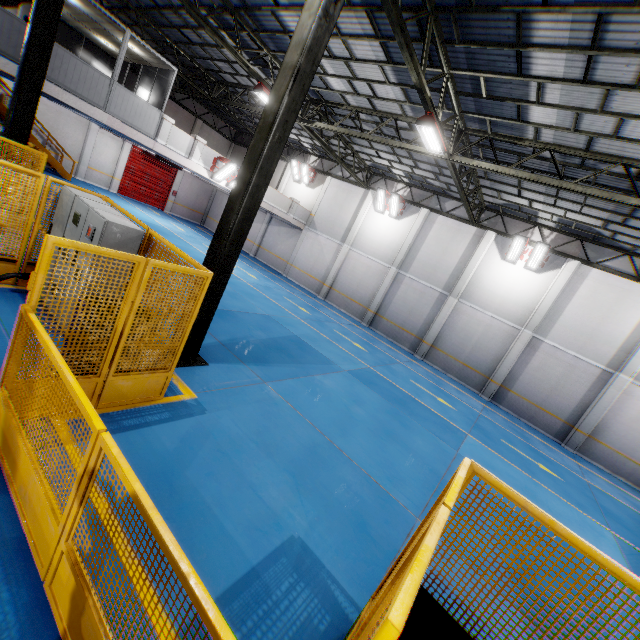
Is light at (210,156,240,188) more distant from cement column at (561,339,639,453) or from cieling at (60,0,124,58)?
cement column at (561,339,639,453)

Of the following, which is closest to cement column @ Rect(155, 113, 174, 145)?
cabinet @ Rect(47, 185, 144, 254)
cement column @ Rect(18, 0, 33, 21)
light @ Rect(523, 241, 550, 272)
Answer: cabinet @ Rect(47, 185, 144, 254)

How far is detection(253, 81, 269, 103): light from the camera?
12.86m

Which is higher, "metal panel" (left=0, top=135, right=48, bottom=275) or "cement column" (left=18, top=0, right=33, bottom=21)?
"cement column" (left=18, top=0, right=33, bottom=21)

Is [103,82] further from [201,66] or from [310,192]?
[310,192]

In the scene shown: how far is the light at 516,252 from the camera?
15.70m

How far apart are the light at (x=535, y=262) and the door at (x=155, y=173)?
26.4 meters

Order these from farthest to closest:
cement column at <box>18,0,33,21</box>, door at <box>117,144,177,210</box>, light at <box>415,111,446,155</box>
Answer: door at <box>117,144,177,210</box>
cement column at <box>18,0,33,21</box>
light at <box>415,111,446,155</box>
